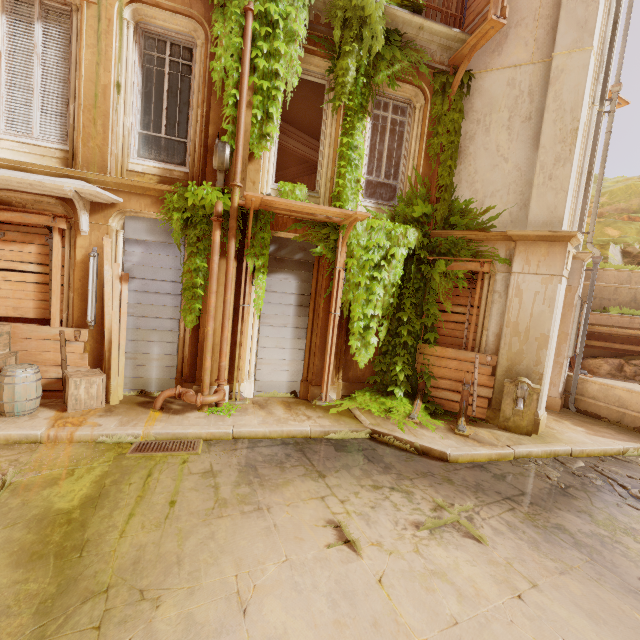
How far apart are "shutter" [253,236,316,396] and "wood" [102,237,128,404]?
2.7m

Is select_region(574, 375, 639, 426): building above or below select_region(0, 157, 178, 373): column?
below

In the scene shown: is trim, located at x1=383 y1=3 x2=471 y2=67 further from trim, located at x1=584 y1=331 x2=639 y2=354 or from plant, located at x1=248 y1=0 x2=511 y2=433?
trim, located at x1=584 y1=331 x2=639 y2=354

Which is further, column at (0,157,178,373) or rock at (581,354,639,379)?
rock at (581,354,639,379)

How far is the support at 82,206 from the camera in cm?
571

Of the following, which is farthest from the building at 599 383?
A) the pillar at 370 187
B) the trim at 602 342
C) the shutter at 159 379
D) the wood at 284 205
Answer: the pillar at 370 187

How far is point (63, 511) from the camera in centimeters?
380cm

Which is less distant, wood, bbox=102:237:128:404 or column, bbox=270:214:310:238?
wood, bbox=102:237:128:404
